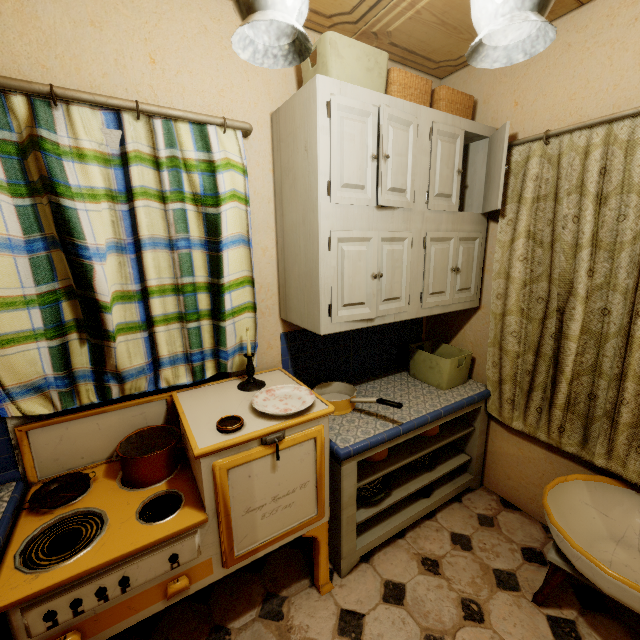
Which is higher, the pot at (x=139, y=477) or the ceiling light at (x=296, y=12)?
the ceiling light at (x=296, y=12)

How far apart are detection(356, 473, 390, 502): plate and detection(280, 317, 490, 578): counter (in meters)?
0.05

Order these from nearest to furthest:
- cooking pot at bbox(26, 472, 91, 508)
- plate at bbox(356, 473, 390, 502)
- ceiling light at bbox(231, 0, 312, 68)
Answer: ceiling light at bbox(231, 0, 312, 68)
cooking pot at bbox(26, 472, 91, 508)
plate at bbox(356, 473, 390, 502)

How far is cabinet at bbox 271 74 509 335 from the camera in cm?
144

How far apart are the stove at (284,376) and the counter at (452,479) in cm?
6

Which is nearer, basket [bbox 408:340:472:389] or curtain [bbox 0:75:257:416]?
curtain [bbox 0:75:257:416]

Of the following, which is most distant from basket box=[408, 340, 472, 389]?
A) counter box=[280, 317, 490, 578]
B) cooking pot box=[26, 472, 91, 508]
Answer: cooking pot box=[26, 472, 91, 508]

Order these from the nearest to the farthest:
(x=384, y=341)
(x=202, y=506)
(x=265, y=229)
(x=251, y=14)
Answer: (x=251, y=14) < (x=202, y=506) < (x=265, y=229) < (x=384, y=341)
